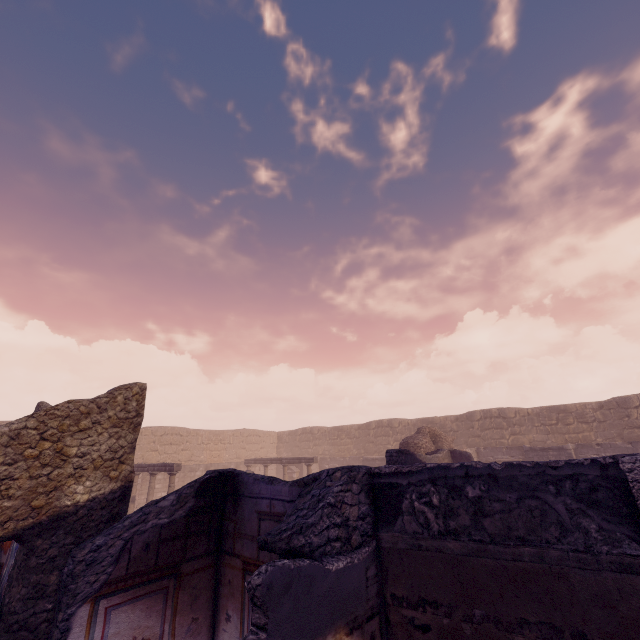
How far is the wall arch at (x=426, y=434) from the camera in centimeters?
1439cm

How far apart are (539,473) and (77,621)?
4.69m

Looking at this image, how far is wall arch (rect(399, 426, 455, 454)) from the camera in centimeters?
1439cm
